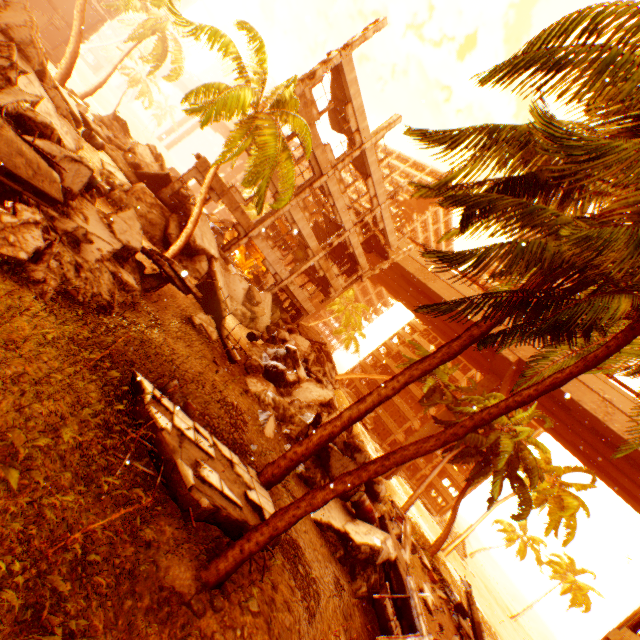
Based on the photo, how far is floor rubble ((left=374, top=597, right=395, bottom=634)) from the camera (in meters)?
8.05

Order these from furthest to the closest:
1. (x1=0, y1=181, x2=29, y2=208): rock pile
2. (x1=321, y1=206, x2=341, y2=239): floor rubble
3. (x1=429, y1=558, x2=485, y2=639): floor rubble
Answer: (x1=321, y1=206, x2=341, y2=239): floor rubble
(x1=429, y1=558, x2=485, y2=639): floor rubble
(x1=0, y1=181, x2=29, y2=208): rock pile

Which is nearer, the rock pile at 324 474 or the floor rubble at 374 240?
the rock pile at 324 474

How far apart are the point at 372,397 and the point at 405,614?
6.7 meters

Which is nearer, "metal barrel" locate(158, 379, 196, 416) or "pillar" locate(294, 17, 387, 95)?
"metal barrel" locate(158, 379, 196, 416)

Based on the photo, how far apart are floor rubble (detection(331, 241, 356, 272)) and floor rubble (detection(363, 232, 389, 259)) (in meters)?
2.48

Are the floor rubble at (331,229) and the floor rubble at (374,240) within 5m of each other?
yes

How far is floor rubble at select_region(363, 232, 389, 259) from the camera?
29.1 meters
